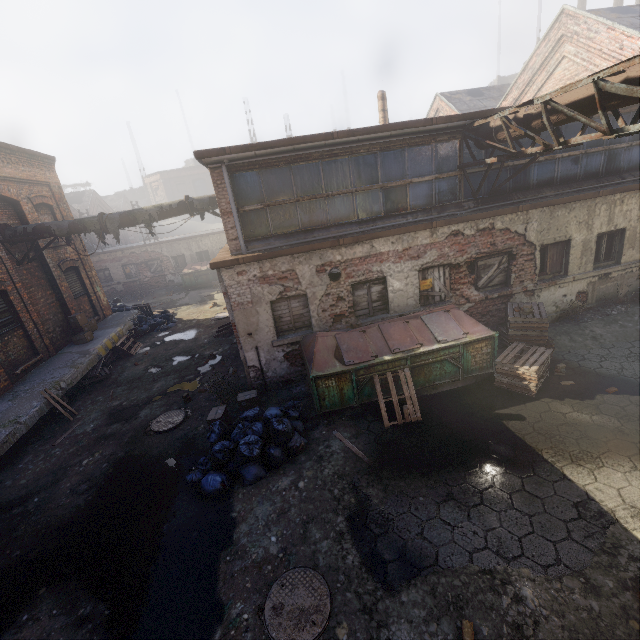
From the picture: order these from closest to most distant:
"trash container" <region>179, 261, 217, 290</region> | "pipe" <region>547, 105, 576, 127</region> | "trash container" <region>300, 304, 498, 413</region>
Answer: "pipe" <region>547, 105, 576, 127</region>, "trash container" <region>300, 304, 498, 413</region>, "trash container" <region>179, 261, 217, 290</region>

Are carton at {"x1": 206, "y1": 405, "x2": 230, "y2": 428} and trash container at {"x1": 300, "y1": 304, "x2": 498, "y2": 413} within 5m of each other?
yes

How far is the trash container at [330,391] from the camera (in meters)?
7.20

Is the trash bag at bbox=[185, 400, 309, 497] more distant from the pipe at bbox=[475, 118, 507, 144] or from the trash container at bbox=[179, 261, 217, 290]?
the trash container at bbox=[179, 261, 217, 290]

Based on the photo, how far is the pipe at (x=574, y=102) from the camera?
5.48m

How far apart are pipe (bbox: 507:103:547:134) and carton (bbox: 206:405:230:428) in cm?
930

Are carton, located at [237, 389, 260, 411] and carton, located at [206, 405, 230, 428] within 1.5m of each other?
yes

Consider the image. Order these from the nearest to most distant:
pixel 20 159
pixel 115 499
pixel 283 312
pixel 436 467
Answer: pixel 436 467
pixel 115 499
pixel 283 312
pixel 20 159
